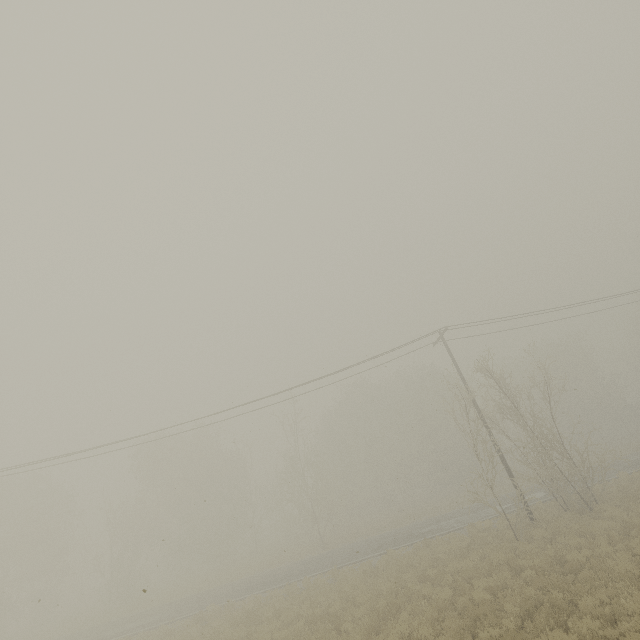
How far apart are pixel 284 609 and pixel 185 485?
27.5 meters
